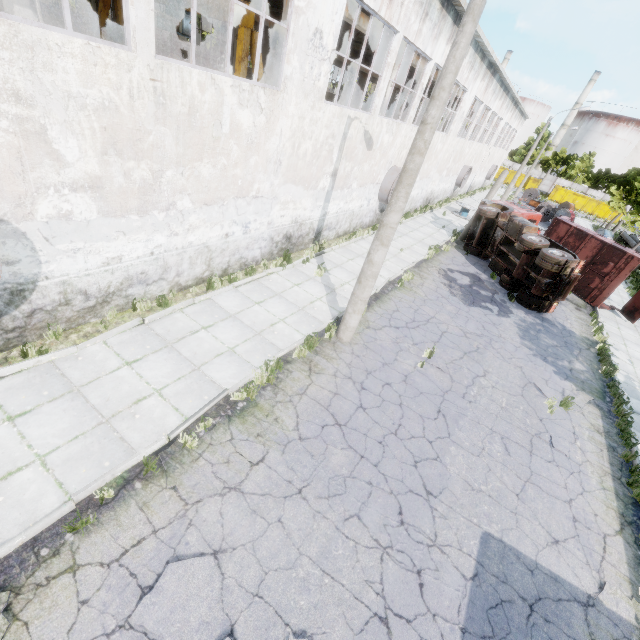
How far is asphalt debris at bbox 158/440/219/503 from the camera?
5.2 meters

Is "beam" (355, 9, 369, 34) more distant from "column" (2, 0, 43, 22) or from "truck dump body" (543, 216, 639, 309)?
"truck dump body" (543, 216, 639, 309)

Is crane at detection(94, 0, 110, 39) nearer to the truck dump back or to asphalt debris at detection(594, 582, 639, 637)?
asphalt debris at detection(594, 582, 639, 637)

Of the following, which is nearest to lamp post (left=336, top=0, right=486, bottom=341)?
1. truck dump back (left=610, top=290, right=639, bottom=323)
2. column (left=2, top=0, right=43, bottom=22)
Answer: column (left=2, top=0, right=43, bottom=22)

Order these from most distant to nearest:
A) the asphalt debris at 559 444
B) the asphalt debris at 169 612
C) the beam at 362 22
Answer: the beam at 362 22 < the asphalt debris at 559 444 < the asphalt debris at 169 612

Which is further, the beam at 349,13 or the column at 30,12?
the beam at 349,13

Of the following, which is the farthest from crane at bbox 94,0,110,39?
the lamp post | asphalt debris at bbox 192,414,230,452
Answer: asphalt debris at bbox 192,414,230,452

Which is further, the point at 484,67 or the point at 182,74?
the point at 484,67
